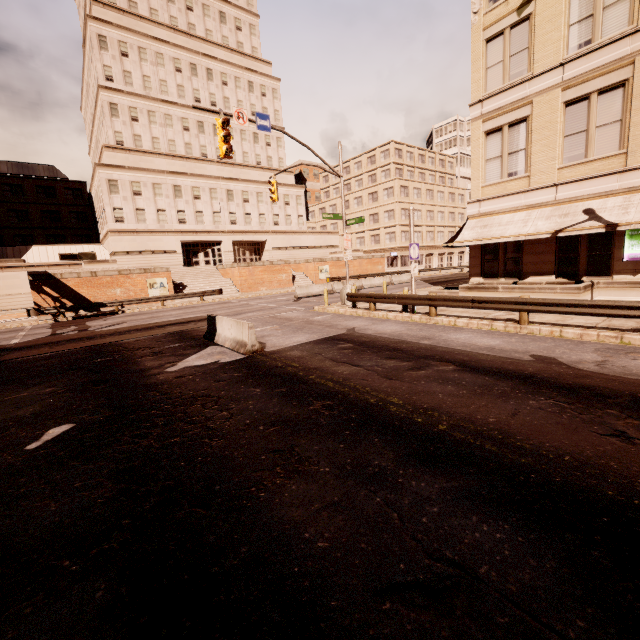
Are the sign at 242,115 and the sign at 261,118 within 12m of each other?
yes

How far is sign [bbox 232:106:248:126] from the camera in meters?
14.4 m

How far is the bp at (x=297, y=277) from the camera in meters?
41.1

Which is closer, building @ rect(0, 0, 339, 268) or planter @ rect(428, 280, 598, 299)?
planter @ rect(428, 280, 598, 299)

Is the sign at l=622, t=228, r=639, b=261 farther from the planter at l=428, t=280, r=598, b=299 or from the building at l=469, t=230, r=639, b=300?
the planter at l=428, t=280, r=598, b=299

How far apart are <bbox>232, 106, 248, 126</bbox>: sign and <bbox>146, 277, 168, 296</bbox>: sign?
20.6m

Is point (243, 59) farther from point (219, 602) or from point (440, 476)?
point (219, 602)

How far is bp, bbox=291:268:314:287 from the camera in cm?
4109
